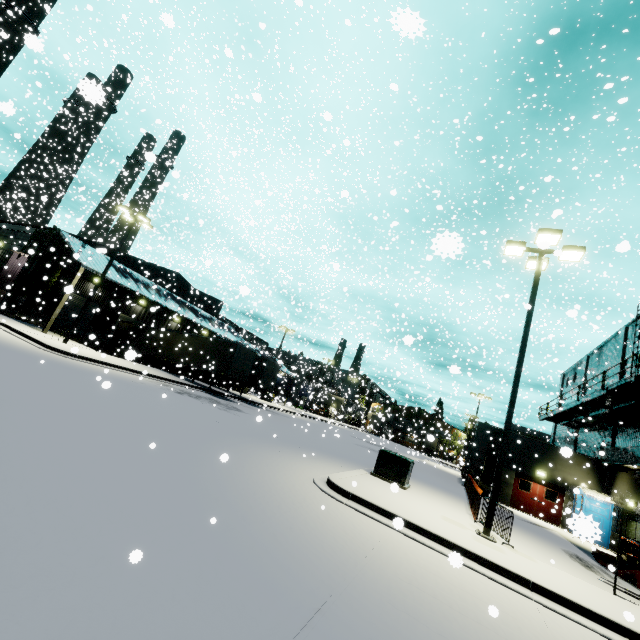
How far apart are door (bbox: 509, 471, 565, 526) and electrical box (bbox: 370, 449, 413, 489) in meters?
14.2

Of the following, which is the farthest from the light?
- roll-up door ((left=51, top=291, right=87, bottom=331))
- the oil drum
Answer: the oil drum

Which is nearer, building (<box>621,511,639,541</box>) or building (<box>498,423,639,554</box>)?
building (<box>621,511,639,541</box>)

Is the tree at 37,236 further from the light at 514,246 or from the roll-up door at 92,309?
the light at 514,246

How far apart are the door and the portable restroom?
0.77m

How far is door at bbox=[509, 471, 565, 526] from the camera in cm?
2169

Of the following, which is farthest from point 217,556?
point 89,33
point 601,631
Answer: point 89,33

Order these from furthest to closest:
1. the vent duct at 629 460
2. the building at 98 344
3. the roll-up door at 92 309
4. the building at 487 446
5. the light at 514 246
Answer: the roll-up door at 92 309 < the building at 98 344 < the building at 487 446 < the vent duct at 629 460 < the light at 514 246
